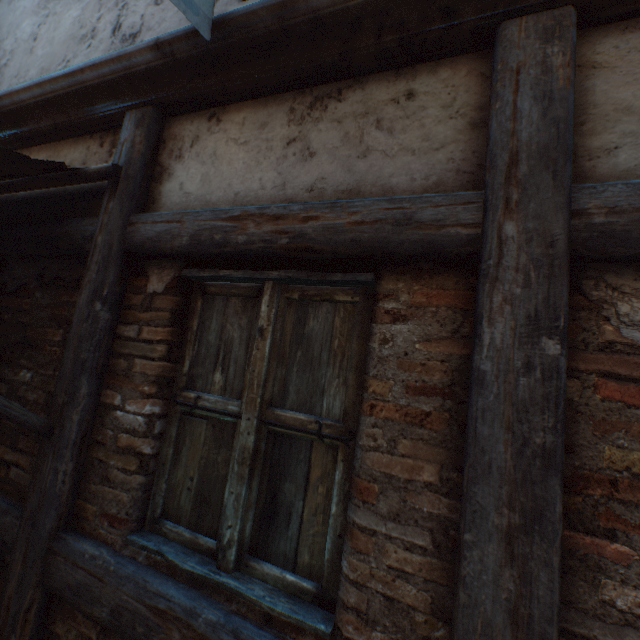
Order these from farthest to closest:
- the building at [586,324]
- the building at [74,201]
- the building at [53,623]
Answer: the building at [74,201]
the building at [53,623]
the building at [586,324]

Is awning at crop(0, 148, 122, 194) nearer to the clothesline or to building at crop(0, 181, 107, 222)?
building at crop(0, 181, 107, 222)

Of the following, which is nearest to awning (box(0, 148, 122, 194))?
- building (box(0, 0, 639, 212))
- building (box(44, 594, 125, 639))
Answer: building (box(0, 0, 639, 212))

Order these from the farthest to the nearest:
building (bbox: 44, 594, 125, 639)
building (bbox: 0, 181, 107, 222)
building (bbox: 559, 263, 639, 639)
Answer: building (bbox: 0, 181, 107, 222), building (bbox: 44, 594, 125, 639), building (bbox: 559, 263, 639, 639)

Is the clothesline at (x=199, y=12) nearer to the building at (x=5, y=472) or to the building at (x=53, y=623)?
the building at (x=5, y=472)

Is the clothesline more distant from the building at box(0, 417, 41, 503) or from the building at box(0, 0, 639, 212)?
the building at box(0, 417, 41, 503)

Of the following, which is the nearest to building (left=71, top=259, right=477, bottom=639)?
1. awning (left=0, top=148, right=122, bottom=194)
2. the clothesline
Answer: awning (left=0, top=148, right=122, bottom=194)

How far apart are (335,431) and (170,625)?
0.97m
